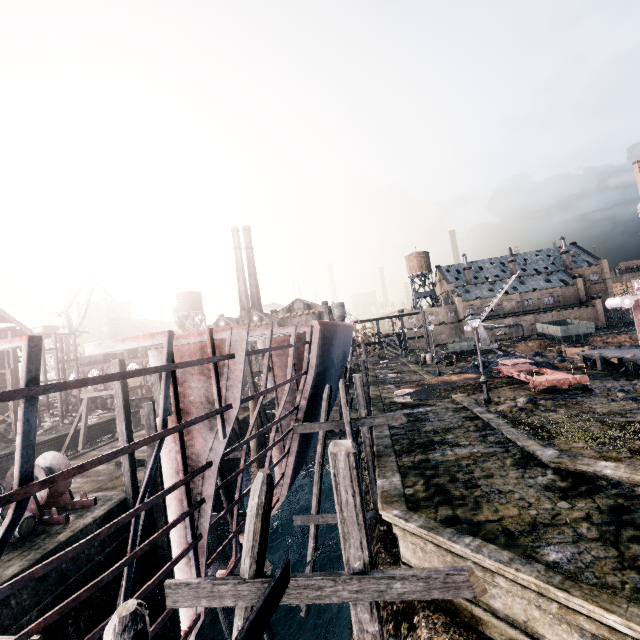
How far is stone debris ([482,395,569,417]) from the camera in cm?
1745

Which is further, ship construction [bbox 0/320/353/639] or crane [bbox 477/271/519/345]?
crane [bbox 477/271/519/345]

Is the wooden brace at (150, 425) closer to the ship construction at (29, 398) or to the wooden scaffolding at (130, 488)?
the wooden scaffolding at (130, 488)

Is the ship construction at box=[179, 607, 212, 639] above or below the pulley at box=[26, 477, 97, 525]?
below

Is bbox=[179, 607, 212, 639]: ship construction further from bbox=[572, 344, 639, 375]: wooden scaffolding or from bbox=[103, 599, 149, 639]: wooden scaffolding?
bbox=[572, 344, 639, 375]: wooden scaffolding

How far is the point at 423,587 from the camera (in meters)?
4.65

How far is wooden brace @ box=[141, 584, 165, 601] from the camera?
12.4 meters

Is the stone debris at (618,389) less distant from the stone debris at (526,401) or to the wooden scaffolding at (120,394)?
the stone debris at (526,401)
